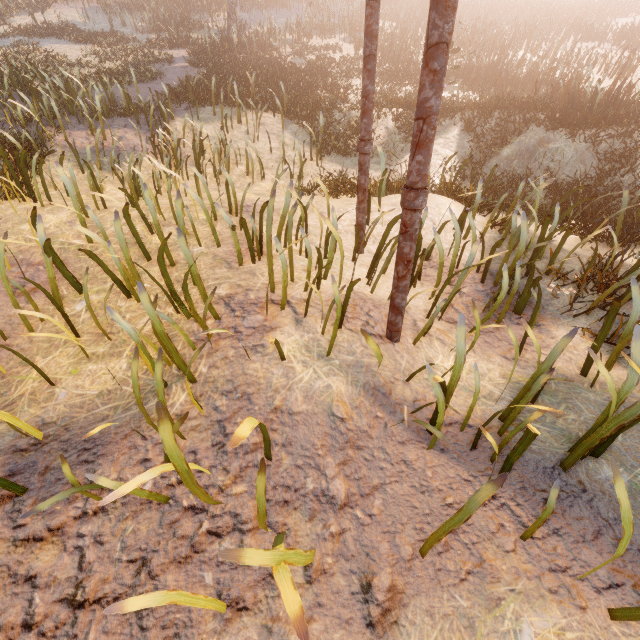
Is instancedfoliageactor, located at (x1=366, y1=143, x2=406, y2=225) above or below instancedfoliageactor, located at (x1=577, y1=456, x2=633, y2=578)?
below

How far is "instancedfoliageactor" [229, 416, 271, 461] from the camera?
1.5 meters

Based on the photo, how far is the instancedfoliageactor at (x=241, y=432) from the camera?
1.45m

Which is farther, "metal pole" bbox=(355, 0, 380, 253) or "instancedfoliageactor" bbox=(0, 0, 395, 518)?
"metal pole" bbox=(355, 0, 380, 253)

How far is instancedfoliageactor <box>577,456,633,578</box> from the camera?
1.49m

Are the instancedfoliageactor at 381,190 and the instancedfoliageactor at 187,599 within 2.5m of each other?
no

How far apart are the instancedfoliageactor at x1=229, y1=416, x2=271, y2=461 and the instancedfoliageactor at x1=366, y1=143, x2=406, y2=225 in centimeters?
575cm

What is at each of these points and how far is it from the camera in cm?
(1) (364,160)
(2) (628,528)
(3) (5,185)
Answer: (1) metal pole, 420
(2) instancedfoliageactor, 150
(3) instancedfoliageactor, 584
